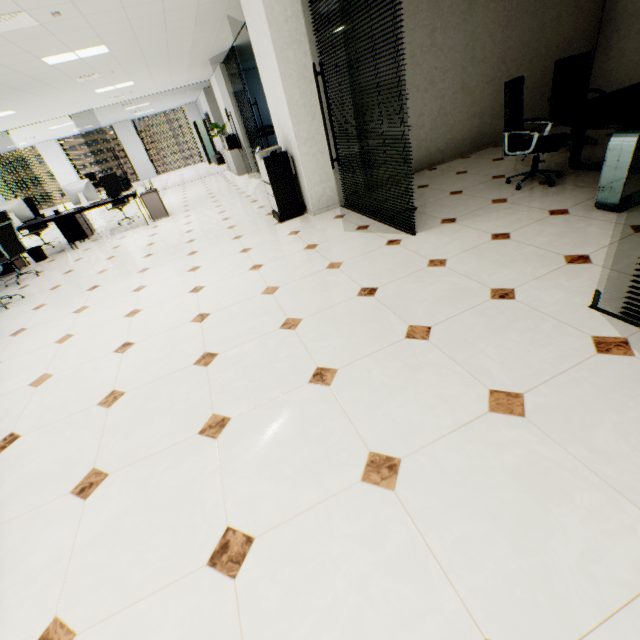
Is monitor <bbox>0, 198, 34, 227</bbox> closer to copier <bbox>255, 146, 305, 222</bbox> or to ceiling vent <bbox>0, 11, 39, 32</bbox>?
ceiling vent <bbox>0, 11, 39, 32</bbox>

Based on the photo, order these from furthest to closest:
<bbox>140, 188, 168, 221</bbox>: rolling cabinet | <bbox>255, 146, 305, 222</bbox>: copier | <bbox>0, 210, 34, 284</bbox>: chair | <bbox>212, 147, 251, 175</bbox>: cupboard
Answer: <bbox>212, 147, 251, 175</bbox>: cupboard, <bbox>140, 188, 168, 221</bbox>: rolling cabinet, <bbox>0, 210, 34, 284</bbox>: chair, <bbox>255, 146, 305, 222</bbox>: copier

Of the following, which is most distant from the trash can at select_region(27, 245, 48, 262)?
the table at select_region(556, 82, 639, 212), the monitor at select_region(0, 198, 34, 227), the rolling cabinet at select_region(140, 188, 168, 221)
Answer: the table at select_region(556, 82, 639, 212)

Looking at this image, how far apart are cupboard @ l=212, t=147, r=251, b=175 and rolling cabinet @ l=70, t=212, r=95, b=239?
4.8m

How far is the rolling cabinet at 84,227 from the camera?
7.67m

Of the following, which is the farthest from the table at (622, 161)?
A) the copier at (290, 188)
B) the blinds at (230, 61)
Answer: the blinds at (230, 61)

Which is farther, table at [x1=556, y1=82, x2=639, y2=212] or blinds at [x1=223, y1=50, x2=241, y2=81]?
blinds at [x1=223, y1=50, x2=241, y2=81]

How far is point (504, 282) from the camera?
2.5 meters
